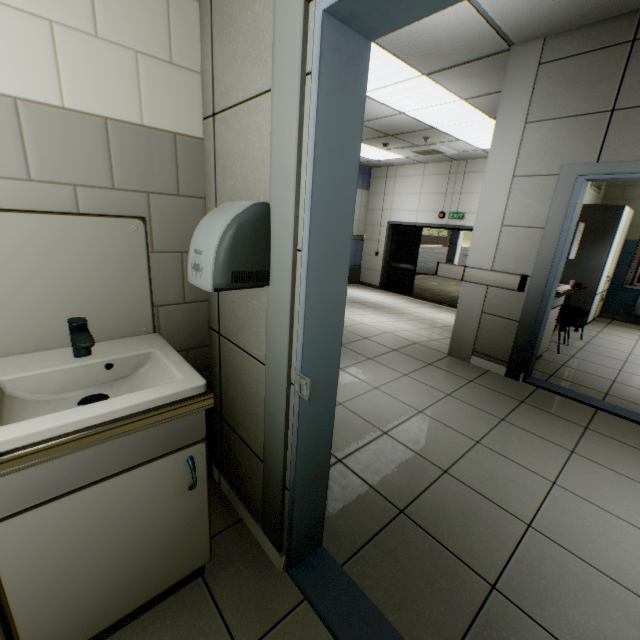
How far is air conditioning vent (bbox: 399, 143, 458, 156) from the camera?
7.0 meters

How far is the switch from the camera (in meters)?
1.11

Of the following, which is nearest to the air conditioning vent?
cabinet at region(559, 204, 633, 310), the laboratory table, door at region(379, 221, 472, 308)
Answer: door at region(379, 221, 472, 308)

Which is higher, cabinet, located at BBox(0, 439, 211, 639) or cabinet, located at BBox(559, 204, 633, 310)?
cabinet, located at BBox(559, 204, 633, 310)

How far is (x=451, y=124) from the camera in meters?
5.6

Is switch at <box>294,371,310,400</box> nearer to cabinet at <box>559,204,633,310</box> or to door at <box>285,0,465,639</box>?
door at <box>285,0,465,639</box>

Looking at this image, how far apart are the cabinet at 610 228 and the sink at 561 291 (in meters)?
2.30

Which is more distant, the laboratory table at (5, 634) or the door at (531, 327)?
the door at (531, 327)
